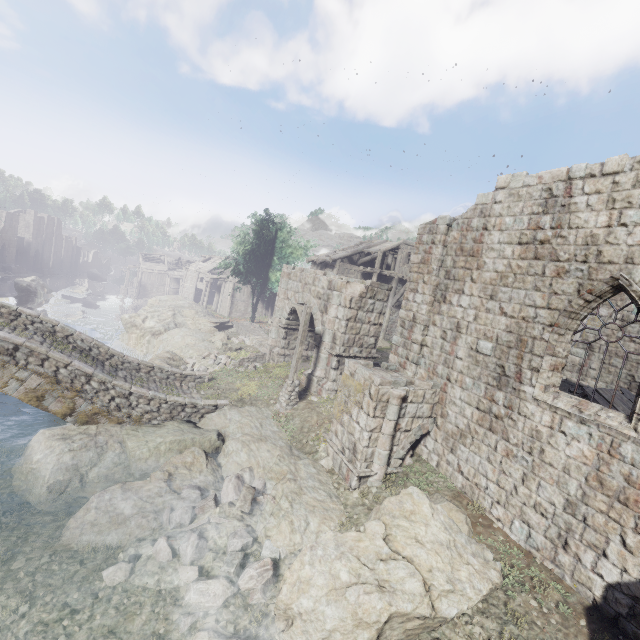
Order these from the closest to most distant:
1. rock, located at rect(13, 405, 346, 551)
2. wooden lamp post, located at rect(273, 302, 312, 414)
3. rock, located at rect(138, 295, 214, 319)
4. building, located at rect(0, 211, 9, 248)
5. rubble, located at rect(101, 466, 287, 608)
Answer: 1. rubble, located at rect(101, 466, 287, 608)
2. rock, located at rect(13, 405, 346, 551)
3. wooden lamp post, located at rect(273, 302, 312, 414)
4. rock, located at rect(138, 295, 214, 319)
5. building, located at rect(0, 211, 9, 248)

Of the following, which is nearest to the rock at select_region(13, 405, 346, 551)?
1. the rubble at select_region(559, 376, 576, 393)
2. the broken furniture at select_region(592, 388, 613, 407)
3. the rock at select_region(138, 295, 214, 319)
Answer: the rock at select_region(138, 295, 214, 319)

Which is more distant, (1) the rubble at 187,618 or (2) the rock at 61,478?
(2) the rock at 61,478

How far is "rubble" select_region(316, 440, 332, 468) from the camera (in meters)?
11.31

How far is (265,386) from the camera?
17.19m

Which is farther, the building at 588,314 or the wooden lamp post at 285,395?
the wooden lamp post at 285,395

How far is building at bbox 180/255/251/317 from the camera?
43.50m

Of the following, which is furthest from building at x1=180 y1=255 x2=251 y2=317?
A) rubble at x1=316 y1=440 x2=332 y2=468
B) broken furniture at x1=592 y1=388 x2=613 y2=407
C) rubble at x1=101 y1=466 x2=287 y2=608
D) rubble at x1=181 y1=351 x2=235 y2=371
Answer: rubble at x1=181 y1=351 x2=235 y2=371
